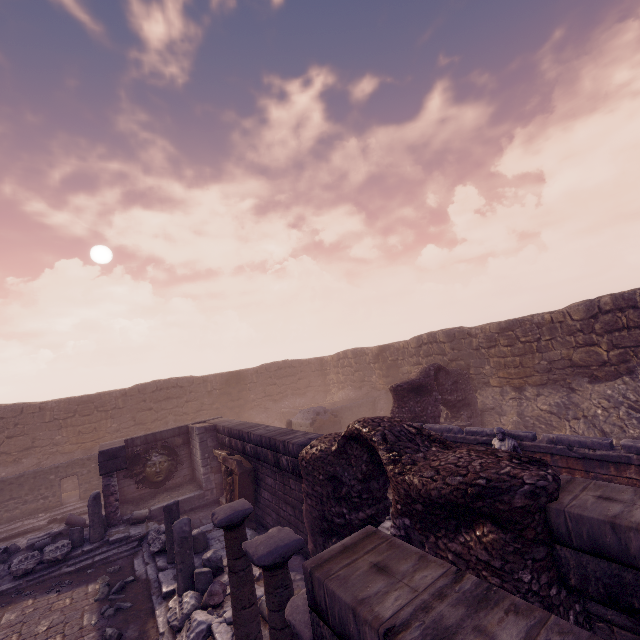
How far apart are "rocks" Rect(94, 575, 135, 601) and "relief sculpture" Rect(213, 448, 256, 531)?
2.45m

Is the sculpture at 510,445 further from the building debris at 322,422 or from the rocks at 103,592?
the building debris at 322,422

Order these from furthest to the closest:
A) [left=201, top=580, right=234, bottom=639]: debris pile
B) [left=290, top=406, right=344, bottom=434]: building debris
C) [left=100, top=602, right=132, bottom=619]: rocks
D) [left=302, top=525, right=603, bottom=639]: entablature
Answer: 1. [left=290, top=406, right=344, bottom=434]: building debris
2. [left=100, top=602, right=132, bottom=619]: rocks
3. [left=201, top=580, right=234, bottom=639]: debris pile
4. [left=302, top=525, right=603, bottom=639]: entablature

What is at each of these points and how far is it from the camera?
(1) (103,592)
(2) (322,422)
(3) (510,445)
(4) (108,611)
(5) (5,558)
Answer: (1) rocks, 7.42m
(2) building debris, 17.53m
(3) sculpture, 7.64m
(4) rocks, 6.66m
(5) debris pile, 9.88m

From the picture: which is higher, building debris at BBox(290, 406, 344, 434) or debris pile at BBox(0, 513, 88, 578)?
building debris at BBox(290, 406, 344, 434)

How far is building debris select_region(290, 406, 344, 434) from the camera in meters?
17.4

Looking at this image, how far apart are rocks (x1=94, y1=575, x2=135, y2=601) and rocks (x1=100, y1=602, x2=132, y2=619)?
0.3m

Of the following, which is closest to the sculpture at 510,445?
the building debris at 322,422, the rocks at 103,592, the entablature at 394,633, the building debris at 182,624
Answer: the building debris at 182,624
